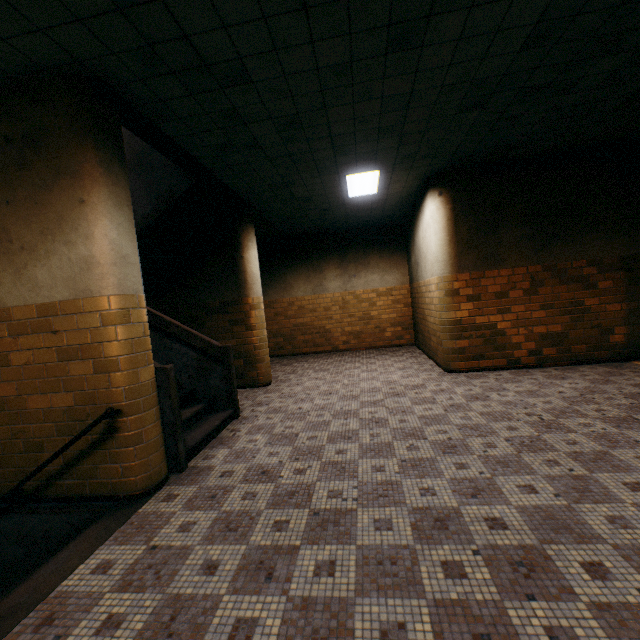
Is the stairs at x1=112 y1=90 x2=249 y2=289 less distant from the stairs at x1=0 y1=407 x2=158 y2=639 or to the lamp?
the stairs at x1=0 y1=407 x2=158 y2=639

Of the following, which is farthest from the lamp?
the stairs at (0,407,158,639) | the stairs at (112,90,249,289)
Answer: the stairs at (0,407,158,639)

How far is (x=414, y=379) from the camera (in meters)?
6.38

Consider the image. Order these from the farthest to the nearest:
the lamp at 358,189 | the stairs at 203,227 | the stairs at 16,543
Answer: the lamp at 358,189, the stairs at 203,227, the stairs at 16,543

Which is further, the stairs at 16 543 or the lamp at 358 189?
the lamp at 358 189

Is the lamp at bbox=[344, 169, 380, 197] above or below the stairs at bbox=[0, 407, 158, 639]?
above

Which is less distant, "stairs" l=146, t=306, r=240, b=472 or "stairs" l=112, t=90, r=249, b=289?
"stairs" l=146, t=306, r=240, b=472

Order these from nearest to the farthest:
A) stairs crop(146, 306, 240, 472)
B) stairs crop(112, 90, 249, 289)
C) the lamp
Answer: stairs crop(146, 306, 240, 472) < stairs crop(112, 90, 249, 289) < the lamp
